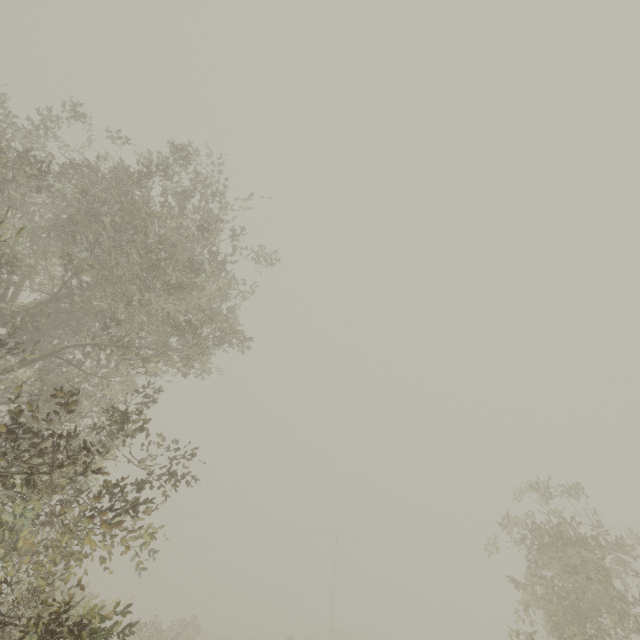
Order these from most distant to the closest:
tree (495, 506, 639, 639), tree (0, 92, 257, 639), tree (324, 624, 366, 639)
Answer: tree (324, 624, 366, 639), tree (495, 506, 639, 639), tree (0, 92, 257, 639)

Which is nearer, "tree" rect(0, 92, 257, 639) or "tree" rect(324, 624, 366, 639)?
"tree" rect(0, 92, 257, 639)

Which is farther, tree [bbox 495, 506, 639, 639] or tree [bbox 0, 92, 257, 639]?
tree [bbox 495, 506, 639, 639]

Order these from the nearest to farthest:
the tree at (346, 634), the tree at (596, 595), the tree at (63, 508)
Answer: the tree at (63, 508) → the tree at (596, 595) → the tree at (346, 634)

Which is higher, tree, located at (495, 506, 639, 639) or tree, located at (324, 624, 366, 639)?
tree, located at (495, 506, 639, 639)

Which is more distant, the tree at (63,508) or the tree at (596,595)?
Result: the tree at (596,595)

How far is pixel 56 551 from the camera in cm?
495
